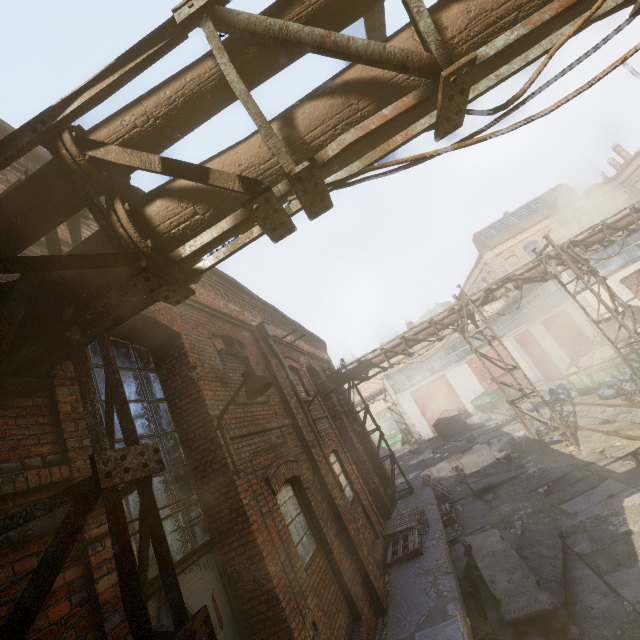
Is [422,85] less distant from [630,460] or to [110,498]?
[110,498]

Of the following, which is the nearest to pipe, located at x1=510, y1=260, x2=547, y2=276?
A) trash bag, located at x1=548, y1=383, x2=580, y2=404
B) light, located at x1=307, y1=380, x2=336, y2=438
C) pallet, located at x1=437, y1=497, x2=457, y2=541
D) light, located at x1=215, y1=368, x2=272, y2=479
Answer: light, located at x1=215, y1=368, x2=272, y2=479

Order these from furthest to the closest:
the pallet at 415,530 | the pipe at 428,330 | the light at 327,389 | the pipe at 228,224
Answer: the pipe at 428,330, the light at 327,389, the pallet at 415,530, the pipe at 228,224

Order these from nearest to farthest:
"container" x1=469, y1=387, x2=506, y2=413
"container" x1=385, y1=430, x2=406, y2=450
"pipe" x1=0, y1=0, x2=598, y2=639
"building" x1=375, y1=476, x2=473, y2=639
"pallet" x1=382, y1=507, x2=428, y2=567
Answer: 1. "pipe" x1=0, y1=0, x2=598, y2=639
2. "building" x1=375, y1=476, x2=473, y2=639
3. "pallet" x1=382, y1=507, x2=428, y2=567
4. "container" x1=469, y1=387, x2=506, y2=413
5. "container" x1=385, y1=430, x2=406, y2=450

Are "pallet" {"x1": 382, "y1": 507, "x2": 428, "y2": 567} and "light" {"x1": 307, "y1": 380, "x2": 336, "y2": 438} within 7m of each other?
yes

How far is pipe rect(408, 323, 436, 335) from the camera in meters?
13.5 m

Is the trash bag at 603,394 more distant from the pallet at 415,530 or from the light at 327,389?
the light at 327,389
